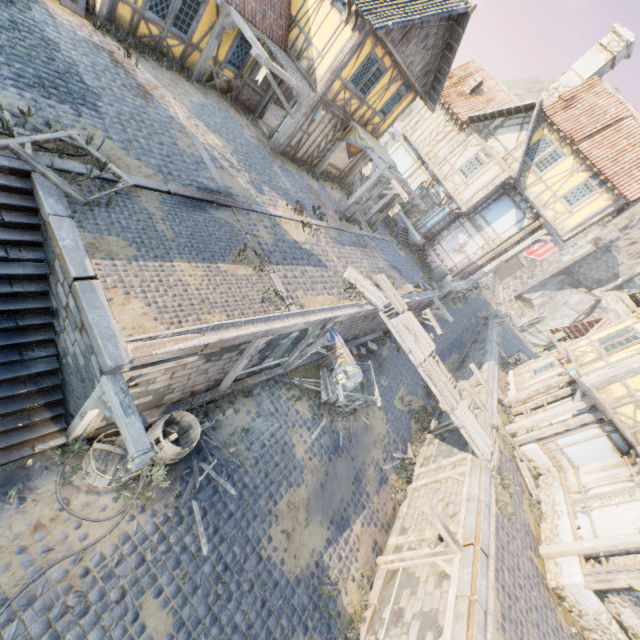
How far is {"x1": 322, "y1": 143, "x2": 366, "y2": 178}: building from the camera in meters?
17.3 m

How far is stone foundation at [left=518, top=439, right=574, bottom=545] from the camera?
11.5 meters

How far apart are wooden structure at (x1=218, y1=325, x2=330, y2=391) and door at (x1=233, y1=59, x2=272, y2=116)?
11.2 meters

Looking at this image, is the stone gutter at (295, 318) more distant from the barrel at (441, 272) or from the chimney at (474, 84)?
the chimney at (474, 84)

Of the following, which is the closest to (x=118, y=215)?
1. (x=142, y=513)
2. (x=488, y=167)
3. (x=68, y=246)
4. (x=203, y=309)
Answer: (x=68, y=246)

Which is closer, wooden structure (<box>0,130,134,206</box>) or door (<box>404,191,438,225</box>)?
wooden structure (<box>0,130,134,206</box>)

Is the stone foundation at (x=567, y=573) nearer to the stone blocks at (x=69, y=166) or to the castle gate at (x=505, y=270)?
the stone blocks at (x=69, y=166)
